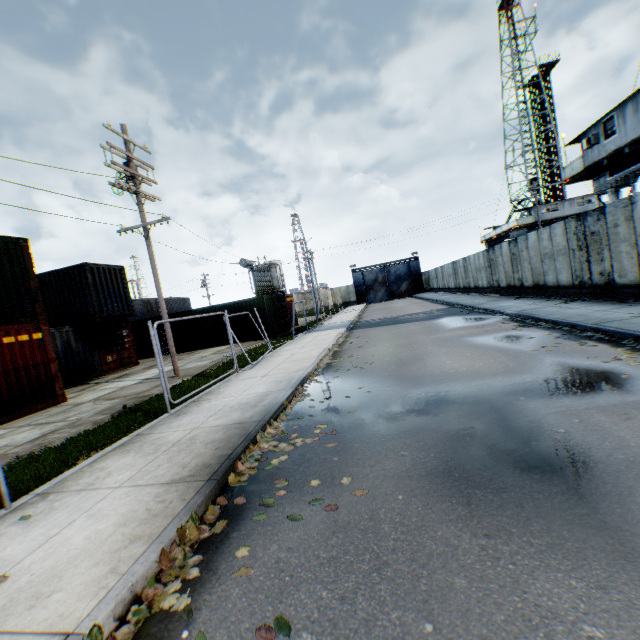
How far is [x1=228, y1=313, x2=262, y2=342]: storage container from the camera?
22.5 meters

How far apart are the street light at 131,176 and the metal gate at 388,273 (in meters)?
42.53

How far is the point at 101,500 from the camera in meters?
4.0

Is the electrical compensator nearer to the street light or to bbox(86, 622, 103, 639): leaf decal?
the street light

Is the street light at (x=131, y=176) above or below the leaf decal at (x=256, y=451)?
above

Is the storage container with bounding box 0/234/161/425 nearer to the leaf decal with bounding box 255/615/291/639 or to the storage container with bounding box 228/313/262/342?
the storage container with bounding box 228/313/262/342

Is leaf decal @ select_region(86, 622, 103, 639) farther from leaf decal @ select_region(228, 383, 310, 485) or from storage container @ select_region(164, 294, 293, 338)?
storage container @ select_region(164, 294, 293, 338)
